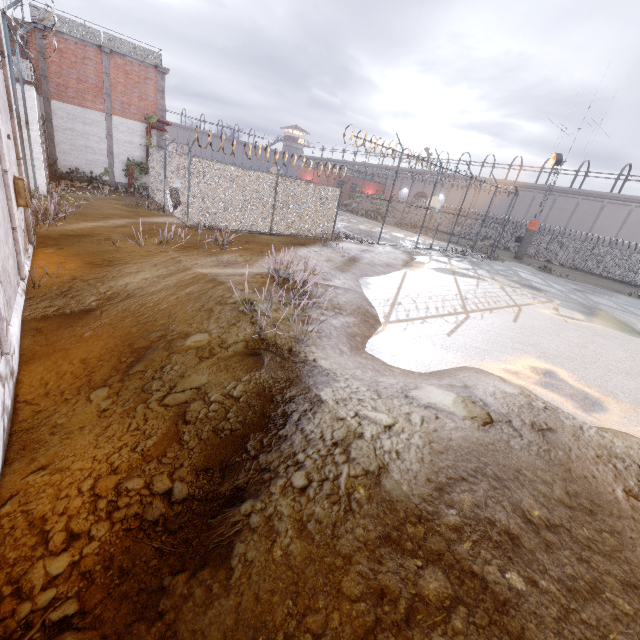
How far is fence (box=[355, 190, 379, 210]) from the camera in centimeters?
1908cm

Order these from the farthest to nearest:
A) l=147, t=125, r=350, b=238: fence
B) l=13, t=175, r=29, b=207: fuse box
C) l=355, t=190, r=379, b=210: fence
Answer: l=355, t=190, r=379, b=210: fence < l=147, t=125, r=350, b=238: fence < l=13, t=175, r=29, b=207: fuse box

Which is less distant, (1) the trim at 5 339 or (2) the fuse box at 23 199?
(1) the trim at 5 339

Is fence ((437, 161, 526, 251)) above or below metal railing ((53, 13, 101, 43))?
below

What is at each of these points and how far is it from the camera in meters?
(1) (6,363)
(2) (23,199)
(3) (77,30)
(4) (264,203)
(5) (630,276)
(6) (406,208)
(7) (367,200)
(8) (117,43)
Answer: (1) foundation, 4.2
(2) fuse box, 7.0
(3) metal railing, 17.0
(4) fence, 15.3
(5) fence, 30.3
(6) fence, 49.6
(7) fence, 55.8
(8) metal railing, 18.0

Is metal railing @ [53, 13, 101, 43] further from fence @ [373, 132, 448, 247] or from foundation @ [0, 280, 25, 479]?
foundation @ [0, 280, 25, 479]

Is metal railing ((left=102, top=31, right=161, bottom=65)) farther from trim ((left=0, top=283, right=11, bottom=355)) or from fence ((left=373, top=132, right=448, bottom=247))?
trim ((left=0, top=283, right=11, bottom=355))

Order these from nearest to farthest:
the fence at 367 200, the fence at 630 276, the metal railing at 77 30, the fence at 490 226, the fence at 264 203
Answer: the fence at 264 203
the metal railing at 77 30
the fence at 367 200
the fence at 490 226
the fence at 630 276
